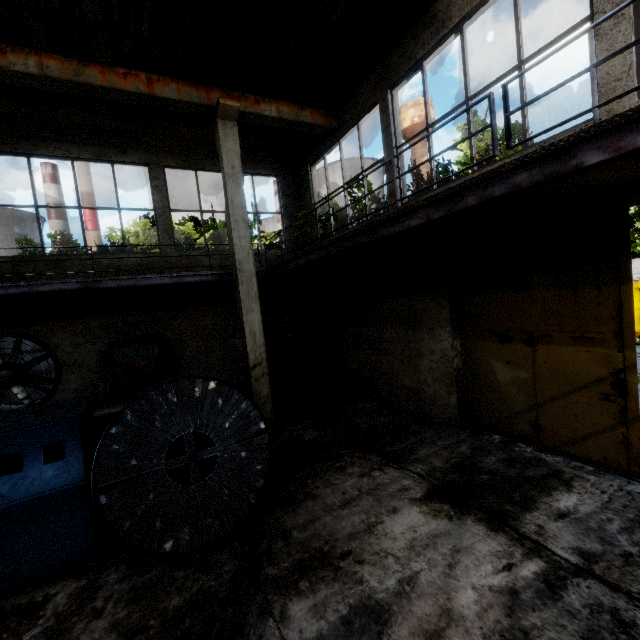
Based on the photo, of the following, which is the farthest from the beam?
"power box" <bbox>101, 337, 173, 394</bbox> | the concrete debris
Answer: the concrete debris

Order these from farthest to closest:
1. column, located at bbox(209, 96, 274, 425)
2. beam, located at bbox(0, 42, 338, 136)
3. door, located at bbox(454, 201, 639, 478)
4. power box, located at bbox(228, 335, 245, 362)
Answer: power box, located at bbox(228, 335, 245, 362) → column, located at bbox(209, 96, 274, 425) → beam, located at bbox(0, 42, 338, 136) → door, located at bbox(454, 201, 639, 478)

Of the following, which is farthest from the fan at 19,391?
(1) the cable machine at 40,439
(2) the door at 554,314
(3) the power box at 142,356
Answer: (2) the door at 554,314

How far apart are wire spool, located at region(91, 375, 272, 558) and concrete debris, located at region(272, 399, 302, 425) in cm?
295

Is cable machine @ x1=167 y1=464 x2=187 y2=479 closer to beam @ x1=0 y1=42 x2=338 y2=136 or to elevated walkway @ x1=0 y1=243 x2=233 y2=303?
elevated walkway @ x1=0 y1=243 x2=233 y2=303

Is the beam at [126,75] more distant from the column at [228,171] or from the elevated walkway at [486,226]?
the elevated walkway at [486,226]

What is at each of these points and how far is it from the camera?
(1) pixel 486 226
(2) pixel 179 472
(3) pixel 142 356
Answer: (1) elevated walkway, 5.3m
(2) cable machine, 4.7m
(3) power box, 9.0m

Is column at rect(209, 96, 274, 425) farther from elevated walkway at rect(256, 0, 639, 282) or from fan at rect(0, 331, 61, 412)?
fan at rect(0, 331, 61, 412)
